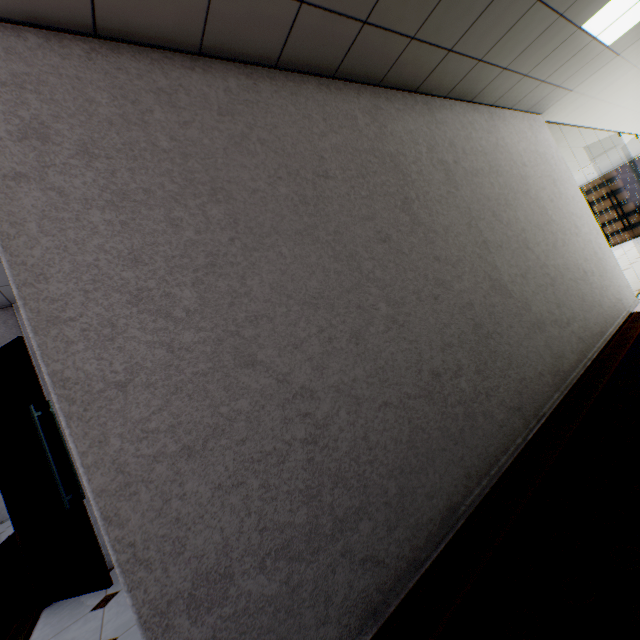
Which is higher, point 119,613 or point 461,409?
point 461,409

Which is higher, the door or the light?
the light

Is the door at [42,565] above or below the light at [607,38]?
below
